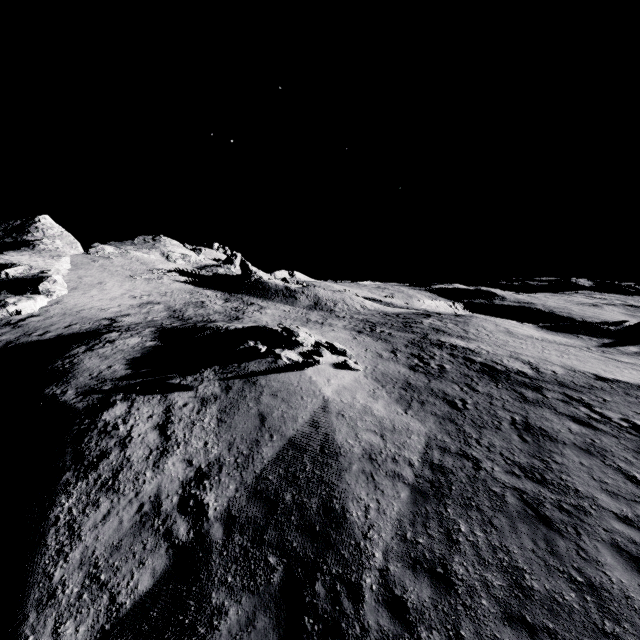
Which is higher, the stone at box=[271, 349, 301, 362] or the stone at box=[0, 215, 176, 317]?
the stone at box=[0, 215, 176, 317]

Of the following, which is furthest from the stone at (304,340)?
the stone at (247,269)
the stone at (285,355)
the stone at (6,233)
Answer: the stone at (247,269)

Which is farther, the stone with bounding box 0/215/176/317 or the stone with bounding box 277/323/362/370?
the stone with bounding box 0/215/176/317

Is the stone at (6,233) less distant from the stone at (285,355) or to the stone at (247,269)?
the stone at (247,269)

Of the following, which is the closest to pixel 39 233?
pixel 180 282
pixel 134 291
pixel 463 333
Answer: pixel 180 282

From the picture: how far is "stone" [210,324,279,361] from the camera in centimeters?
1464cm

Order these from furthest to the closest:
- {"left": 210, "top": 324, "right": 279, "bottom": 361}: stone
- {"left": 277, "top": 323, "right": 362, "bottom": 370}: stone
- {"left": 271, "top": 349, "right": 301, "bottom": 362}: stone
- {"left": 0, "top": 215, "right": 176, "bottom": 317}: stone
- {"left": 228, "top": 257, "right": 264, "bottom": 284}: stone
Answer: {"left": 228, "top": 257, "right": 264, "bottom": 284}: stone → {"left": 0, "top": 215, "right": 176, "bottom": 317}: stone → {"left": 277, "top": 323, "right": 362, "bottom": 370}: stone → {"left": 210, "top": 324, "right": 279, "bottom": 361}: stone → {"left": 271, "top": 349, "right": 301, "bottom": 362}: stone

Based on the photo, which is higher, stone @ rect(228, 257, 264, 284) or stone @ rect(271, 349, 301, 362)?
stone @ rect(228, 257, 264, 284)
